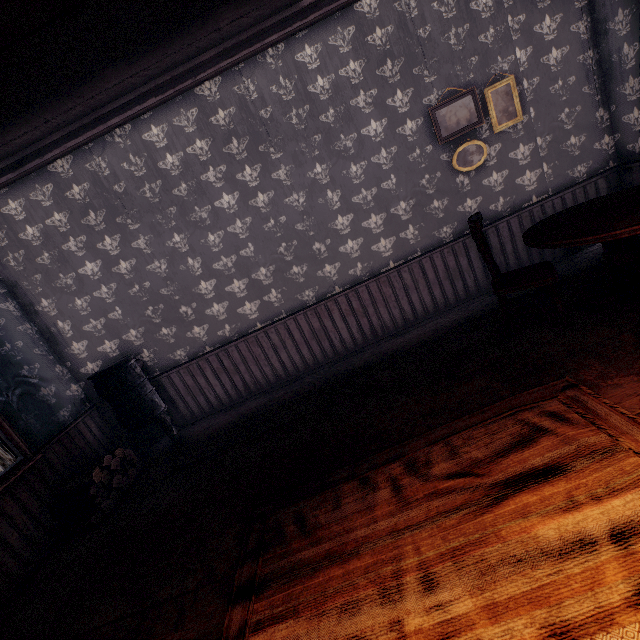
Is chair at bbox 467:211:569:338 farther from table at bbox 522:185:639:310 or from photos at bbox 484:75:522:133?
photos at bbox 484:75:522:133

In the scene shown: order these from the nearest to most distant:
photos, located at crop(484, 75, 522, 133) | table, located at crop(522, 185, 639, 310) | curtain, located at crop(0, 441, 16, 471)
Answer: table, located at crop(522, 185, 639, 310), curtain, located at crop(0, 441, 16, 471), photos, located at crop(484, 75, 522, 133)

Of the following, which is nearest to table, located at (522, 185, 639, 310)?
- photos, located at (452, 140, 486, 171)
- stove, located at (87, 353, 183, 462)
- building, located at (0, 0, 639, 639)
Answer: building, located at (0, 0, 639, 639)

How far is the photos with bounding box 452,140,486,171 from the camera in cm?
393

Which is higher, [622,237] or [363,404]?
[622,237]

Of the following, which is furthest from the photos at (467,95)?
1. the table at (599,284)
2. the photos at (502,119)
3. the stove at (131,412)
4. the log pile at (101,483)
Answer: the log pile at (101,483)

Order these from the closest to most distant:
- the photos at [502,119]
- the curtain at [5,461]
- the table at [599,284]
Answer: the table at [599,284], the curtain at [5,461], the photos at [502,119]

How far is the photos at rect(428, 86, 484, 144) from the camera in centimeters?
379cm
